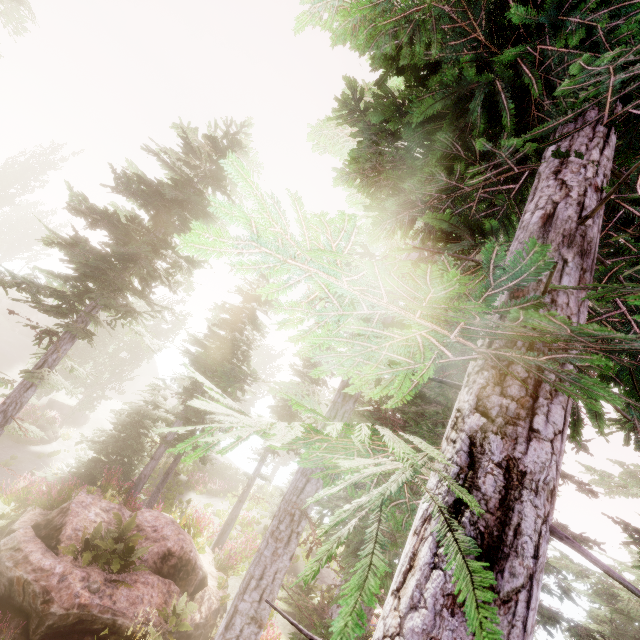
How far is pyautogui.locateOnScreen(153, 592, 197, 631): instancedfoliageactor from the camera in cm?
873

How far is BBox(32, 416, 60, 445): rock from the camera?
23.0 meters

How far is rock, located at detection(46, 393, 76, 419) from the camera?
29.5 meters

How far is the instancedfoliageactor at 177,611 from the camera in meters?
8.7

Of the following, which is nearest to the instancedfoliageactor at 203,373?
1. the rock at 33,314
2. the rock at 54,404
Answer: the rock at 33,314

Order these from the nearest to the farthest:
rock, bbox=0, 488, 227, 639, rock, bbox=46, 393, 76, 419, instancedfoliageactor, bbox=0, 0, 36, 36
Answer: rock, bbox=0, 488, 227, 639 → instancedfoliageactor, bbox=0, 0, 36, 36 → rock, bbox=46, 393, 76, 419

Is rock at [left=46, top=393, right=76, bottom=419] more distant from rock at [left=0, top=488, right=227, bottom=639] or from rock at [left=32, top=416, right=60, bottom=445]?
rock at [left=0, top=488, right=227, bottom=639]

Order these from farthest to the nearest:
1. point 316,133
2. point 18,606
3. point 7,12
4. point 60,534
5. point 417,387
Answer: point 7,12 < point 417,387 < point 60,534 < point 18,606 < point 316,133
